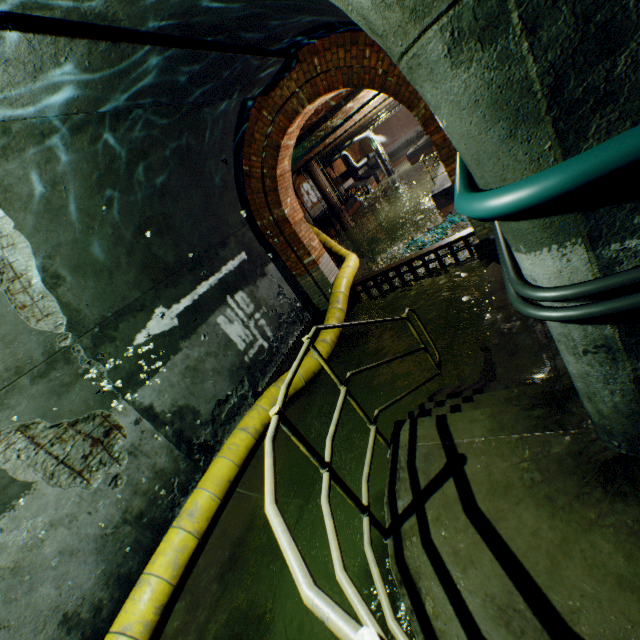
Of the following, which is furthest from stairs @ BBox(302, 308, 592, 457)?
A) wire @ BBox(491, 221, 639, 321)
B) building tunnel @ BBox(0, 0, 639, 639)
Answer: wire @ BBox(491, 221, 639, 321)

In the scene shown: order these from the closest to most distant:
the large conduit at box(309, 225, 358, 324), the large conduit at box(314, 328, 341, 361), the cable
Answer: the cable
the large conduit at box(314, 328, 341, 361)
the large conduit at box(309, 225, 358, 324)

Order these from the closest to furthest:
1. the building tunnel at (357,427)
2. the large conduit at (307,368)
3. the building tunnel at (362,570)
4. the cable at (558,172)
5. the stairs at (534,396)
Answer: the cable at (558,172), the stairs at (534,396), the building tunnel at (362,570), the building tunnel at (357,427), the large conduit at (307,368)

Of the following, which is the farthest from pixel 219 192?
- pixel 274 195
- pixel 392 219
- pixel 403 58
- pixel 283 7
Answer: pixel 392 219

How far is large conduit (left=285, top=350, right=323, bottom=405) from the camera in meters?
5.7

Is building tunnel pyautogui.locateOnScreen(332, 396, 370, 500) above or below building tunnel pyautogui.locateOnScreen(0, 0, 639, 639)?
below

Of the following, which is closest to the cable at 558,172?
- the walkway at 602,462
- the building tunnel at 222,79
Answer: the building tunnel at 222,79

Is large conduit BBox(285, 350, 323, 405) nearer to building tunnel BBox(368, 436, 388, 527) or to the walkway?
building tunnel BBox(368, 436, 388, 527)
